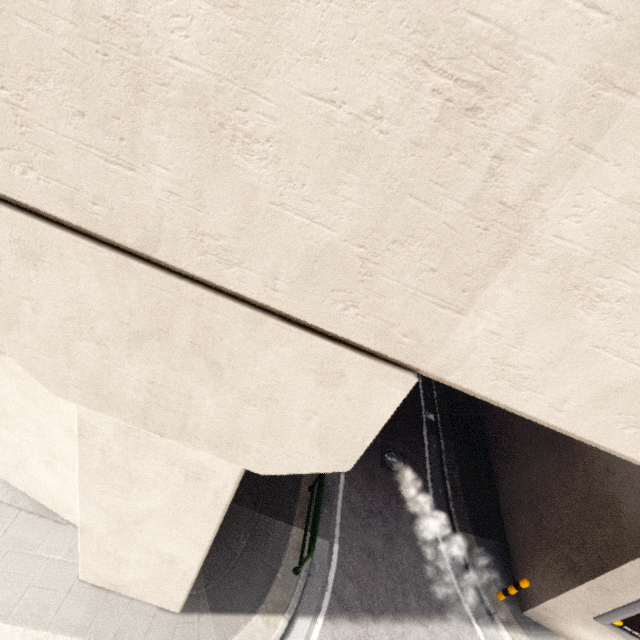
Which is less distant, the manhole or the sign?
the sign

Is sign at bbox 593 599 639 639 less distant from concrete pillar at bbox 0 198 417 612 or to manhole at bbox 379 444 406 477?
manhole at bbox 379 444 406 477

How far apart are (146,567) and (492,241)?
6.86m

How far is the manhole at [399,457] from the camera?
10.9 meters

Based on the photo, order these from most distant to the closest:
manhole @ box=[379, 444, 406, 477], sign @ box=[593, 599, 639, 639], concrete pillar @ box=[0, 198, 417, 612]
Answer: manhole @ box=[379, 444, 406, 477]
sign @ box=[593, 599, 639, 639]
concrete pillar @ box=[0, 198, 417, 612]

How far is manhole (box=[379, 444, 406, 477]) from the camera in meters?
10.9 m

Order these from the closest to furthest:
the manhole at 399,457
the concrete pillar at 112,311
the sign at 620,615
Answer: the concrete pillar at 112,311, the sign at 620,615, the manhole at 399,457

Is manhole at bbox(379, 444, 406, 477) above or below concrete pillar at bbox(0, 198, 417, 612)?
below
